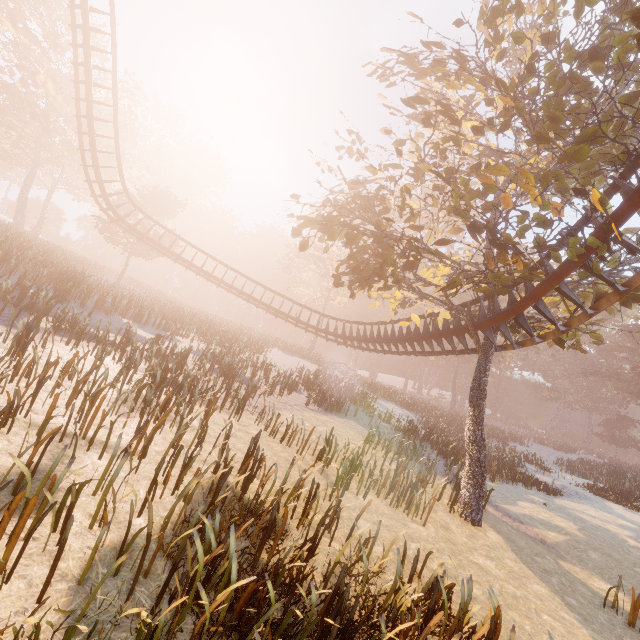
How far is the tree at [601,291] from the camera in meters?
9.8

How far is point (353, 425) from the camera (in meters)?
17.42

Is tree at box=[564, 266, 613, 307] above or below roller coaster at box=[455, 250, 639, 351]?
above

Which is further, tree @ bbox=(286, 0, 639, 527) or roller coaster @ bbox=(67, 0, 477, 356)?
roller coaster @ bbox=(67, 0, 477, 356)

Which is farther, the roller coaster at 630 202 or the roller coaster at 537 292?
the roller coaster at 537 292

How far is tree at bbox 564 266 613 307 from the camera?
9.8m

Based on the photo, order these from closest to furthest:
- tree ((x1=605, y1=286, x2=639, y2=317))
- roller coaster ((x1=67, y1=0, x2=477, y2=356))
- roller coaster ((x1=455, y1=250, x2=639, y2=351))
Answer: roller coaster ((x1=455, y1=250, x2=639, y2=351)), tree ((x1=605, y1=286, x2=639, y2=317)), roller coaster ((x1=67, y1=0, x2=477, y2=356))
